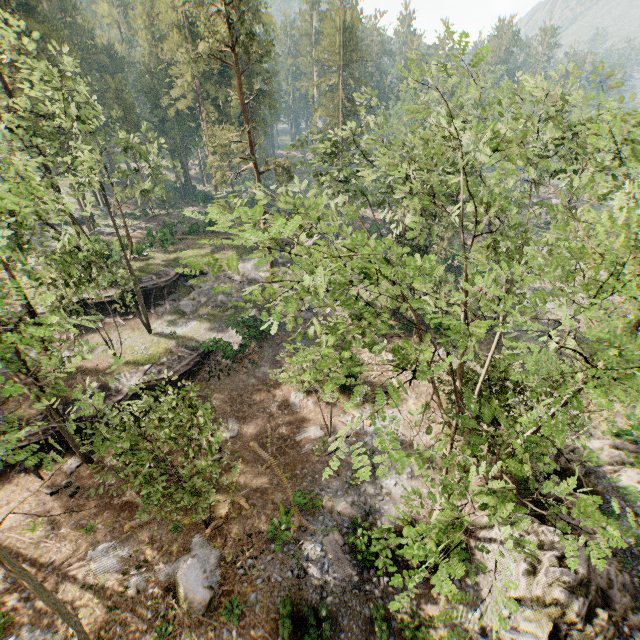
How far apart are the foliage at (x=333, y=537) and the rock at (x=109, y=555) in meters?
9.3 m

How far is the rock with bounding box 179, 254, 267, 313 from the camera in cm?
3209

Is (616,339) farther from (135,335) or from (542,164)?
(135,335)

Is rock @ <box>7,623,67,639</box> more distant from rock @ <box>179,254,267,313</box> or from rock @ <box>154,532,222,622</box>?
rock @ <box>179,254,267,313</box>

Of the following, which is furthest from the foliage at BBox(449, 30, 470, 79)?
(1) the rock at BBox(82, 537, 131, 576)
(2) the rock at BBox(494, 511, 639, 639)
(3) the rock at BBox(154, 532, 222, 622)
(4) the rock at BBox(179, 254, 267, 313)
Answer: (1) the rock at BBox(82, 537, 131, 576)

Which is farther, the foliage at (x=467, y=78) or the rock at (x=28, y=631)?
the rock at (x=28, y=631)

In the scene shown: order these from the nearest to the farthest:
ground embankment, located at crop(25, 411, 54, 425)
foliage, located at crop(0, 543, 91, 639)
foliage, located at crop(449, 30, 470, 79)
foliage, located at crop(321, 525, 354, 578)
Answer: foliage, located at crop(449, 30, 470, 79) → foliage, located at crop(0, 543, 91, 639) → foliage, located at crop(321, 525, 354, 578) → ground embankment, located at crop(25, 411, 54, 425)

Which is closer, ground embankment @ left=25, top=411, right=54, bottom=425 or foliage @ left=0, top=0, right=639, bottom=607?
foliage @ left=0, top=0, right=639, bottom=607
